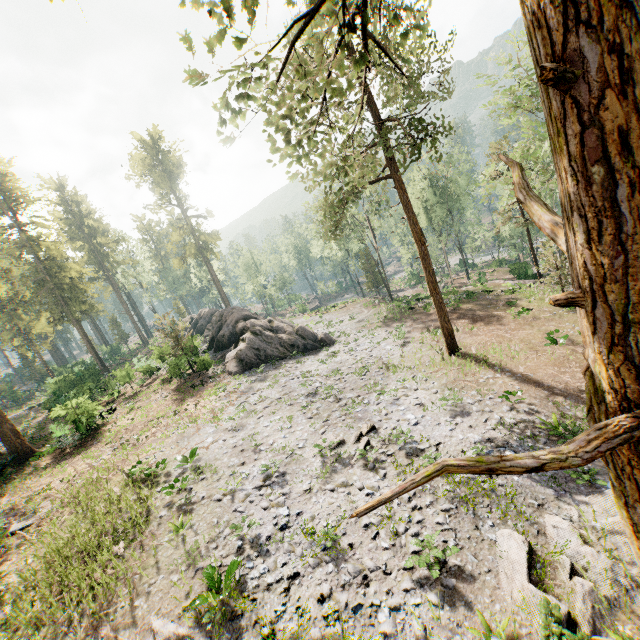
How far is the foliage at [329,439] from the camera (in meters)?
14.67

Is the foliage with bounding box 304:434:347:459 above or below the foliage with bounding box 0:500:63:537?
below

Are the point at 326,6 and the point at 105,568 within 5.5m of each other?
no

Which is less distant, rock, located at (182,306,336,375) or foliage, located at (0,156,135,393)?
rock, located at (182,306,336,375)

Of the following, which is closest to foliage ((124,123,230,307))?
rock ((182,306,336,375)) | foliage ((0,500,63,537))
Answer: rock ((182,306,336,375))

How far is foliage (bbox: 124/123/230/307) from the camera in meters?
50.6

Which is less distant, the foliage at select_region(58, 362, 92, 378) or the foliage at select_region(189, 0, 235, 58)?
the foliage at select_region(189, 0, 235, 58)

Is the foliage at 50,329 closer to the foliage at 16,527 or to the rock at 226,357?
the rock at 226,357
